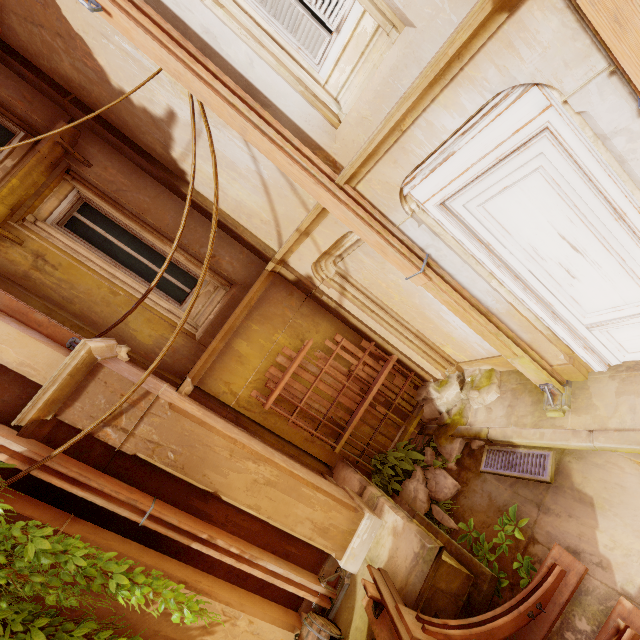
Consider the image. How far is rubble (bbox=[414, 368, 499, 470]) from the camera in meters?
5.9 m

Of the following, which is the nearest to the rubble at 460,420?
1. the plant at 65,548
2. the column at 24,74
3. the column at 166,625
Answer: the column at 166,625

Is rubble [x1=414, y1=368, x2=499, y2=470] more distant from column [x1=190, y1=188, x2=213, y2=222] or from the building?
column [x1=190, y1=188, x2=213, y2=222]

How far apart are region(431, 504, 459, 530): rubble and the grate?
0.4m

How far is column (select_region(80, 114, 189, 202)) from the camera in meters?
5.1

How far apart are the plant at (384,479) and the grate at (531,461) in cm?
114

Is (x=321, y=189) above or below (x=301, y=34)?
below
